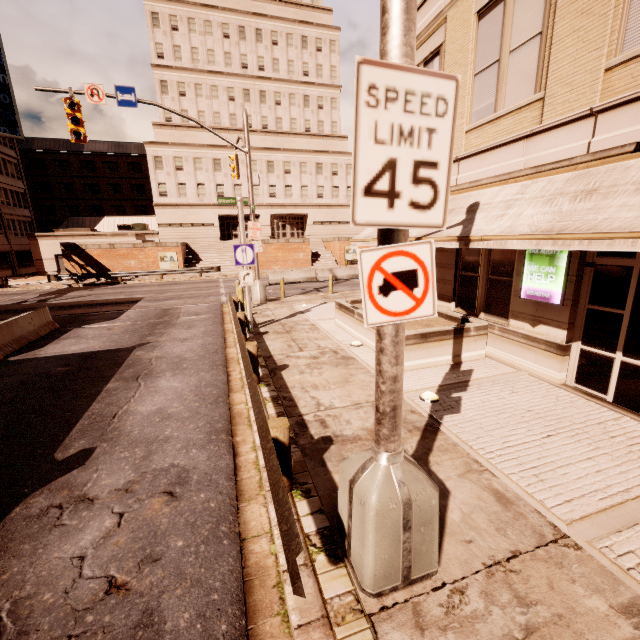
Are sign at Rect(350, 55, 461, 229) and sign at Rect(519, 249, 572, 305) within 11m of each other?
yes

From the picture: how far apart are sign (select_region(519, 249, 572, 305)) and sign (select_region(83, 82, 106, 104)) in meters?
16.8 m

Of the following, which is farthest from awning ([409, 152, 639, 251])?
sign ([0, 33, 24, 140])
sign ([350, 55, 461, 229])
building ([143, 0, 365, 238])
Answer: sign ([0, 33, 24, 140])

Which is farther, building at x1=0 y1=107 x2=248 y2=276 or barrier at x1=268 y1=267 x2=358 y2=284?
building at x1=0 y1=107 x2=248 y2=276

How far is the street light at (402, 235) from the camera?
2.54m

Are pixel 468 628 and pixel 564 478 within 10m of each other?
yes

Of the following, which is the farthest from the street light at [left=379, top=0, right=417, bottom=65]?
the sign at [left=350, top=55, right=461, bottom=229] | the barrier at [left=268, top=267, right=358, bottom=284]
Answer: the barrier at [left=268, top=267, right=358, bottom=284]

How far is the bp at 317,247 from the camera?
38.5 meters
